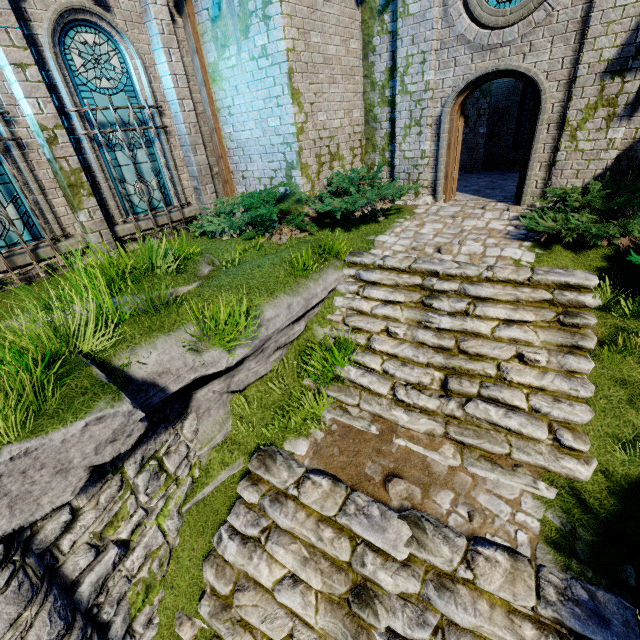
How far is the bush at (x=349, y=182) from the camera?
7.4 meters

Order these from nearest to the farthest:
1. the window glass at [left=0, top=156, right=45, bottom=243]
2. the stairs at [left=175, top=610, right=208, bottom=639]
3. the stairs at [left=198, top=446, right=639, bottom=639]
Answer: the stairs at [left=198, top=446, right=639, bottom=639] < the stairs at [left=175, top=610, right=208, bottom=639] < the window glass at [left=0, top=156, right=45, bottom=243]

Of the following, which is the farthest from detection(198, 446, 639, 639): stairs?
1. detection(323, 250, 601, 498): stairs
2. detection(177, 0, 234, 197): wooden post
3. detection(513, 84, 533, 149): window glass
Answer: detection(513, 84, 533, 149): window glass

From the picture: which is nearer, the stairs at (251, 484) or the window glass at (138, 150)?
the stairs at (251, 484)

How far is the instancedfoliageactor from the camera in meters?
4.4

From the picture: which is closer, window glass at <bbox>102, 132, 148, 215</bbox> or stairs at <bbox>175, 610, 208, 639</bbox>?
stairs at <bbox>175, 610, 208, 639</bbox>

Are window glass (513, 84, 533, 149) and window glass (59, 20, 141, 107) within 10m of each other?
no

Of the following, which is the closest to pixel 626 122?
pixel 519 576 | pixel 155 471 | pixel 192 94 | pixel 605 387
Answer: pixel 605 387
